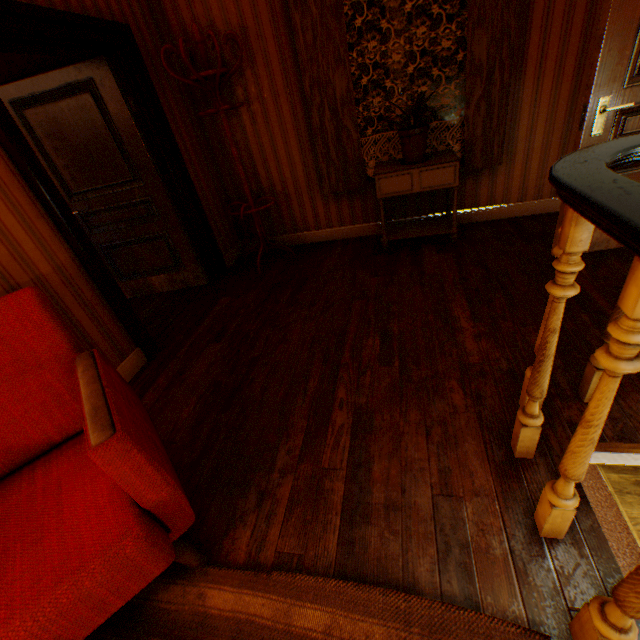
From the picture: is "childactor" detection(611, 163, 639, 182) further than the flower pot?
No

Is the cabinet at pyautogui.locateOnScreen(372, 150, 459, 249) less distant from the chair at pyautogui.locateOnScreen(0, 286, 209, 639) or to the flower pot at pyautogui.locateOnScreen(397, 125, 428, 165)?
the flower pot at pyautogui.locateOnScreen(397, 125, 428, 165)

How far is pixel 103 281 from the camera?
2.42m

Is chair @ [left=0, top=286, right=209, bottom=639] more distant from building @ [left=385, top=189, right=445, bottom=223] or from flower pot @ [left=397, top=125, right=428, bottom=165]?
flower pot @ [left=397, top=125, right=428, bottom=165]

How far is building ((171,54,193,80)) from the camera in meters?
3.4

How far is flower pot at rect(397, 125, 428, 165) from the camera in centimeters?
298cm

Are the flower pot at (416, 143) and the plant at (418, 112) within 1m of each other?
yes

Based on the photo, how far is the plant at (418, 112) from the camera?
→ 2.85m
